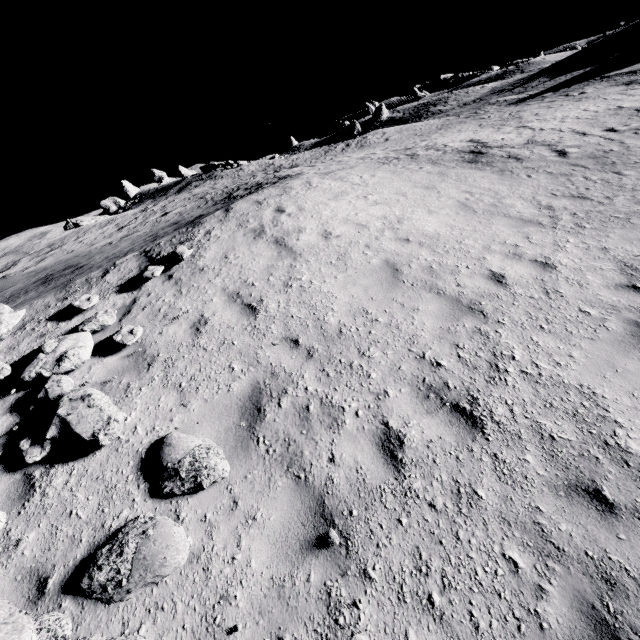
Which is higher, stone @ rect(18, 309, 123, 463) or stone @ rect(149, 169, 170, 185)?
stone @ rect(149, 169, 170, 185)

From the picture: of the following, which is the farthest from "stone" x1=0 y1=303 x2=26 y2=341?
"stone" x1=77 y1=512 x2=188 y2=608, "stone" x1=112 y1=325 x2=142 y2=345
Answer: "stone" x1=77 y1=512 x2=188 y2=608

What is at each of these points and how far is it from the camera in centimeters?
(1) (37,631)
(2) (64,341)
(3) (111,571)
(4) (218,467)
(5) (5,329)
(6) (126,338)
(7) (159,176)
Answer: (1) stone, 304cm
(2) stone, 594cm
(3) stone, 331cm
(4) stone, 396cm
(5) stone, 641cm
(6) stone, 600cm
(7) stone, 5891cm

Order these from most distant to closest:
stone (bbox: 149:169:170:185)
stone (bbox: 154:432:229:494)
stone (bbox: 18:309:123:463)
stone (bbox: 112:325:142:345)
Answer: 1. stone (bbox: 149:169:170:185)
2. stone (bbox: 112:325:142:345)
3. stone (bbox: 18:309:123:463)
4. stone (bbox: 154:432:229:494)

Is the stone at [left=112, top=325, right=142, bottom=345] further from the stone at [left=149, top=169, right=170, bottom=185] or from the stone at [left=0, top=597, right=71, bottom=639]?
the stone at [left=149, top=169, right=170, bottom=185]

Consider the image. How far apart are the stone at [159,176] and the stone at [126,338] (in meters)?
62.38

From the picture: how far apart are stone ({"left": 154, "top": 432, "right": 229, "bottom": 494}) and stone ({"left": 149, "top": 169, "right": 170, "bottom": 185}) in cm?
6508

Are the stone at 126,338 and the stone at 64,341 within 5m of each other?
yes
